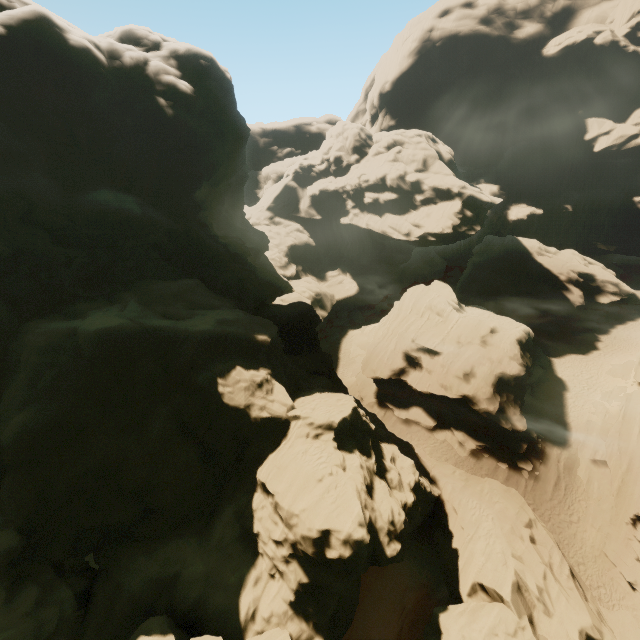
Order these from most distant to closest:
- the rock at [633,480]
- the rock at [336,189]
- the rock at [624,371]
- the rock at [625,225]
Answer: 1. the rock at [625,225]
2. the rock at [624,371]
3. the rock at [633,480]
4. the rock at [336,189]

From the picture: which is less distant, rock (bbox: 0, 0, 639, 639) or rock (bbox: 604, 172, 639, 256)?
rock (bbox: 0, 0, 639, 639)

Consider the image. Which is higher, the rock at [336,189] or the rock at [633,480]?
the rock at [336,189]

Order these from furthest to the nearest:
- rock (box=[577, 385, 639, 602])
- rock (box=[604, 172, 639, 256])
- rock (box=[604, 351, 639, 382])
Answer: rock (box=[604, 172, 639, 256]) < rock (box=[604, 351, 639, 382]) < rock (box=[577, 385, 639, 602])

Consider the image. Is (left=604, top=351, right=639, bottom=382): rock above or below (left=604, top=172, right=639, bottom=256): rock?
below

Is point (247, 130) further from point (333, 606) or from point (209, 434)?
point (333, 606)
